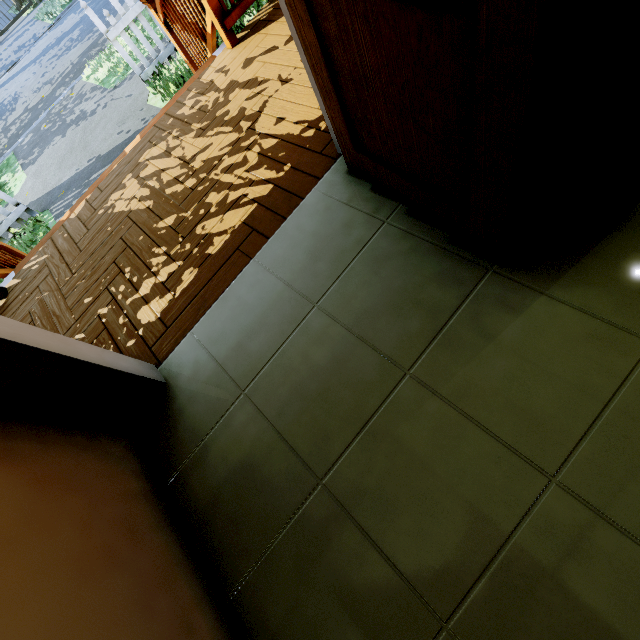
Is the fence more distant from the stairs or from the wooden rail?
the wooden rail

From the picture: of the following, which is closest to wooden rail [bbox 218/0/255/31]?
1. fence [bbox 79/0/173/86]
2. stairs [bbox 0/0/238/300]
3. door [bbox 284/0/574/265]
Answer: stairs [bbox 0/0/238/300]

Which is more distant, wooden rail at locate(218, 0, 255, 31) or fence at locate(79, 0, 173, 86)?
fence at locate(79, 0, 173, 86)

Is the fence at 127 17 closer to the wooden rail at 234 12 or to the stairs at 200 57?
the stairs at 200 57

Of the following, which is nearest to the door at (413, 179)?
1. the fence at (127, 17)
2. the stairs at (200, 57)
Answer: the stairs at (200, 57)

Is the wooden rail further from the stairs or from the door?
the door

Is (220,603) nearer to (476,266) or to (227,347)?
(227,347)

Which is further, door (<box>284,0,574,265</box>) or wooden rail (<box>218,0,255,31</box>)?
wooden rail (<box>218,0,255,31</box>)
